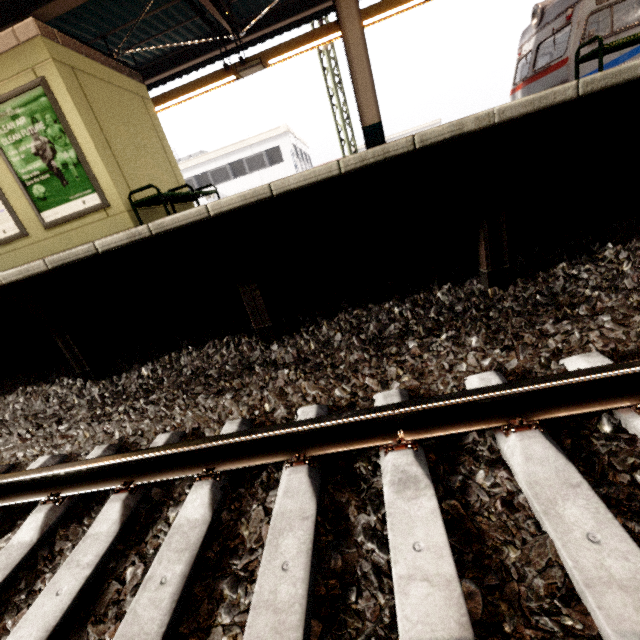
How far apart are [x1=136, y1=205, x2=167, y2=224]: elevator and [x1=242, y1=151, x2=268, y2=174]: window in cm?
1873

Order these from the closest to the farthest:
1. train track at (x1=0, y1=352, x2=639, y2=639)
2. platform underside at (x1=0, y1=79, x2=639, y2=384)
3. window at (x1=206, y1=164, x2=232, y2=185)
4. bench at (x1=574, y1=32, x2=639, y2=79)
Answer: train track at (x1=0, y1=352, x2=639, y2=639)
platform underside at (x1=0, y1=79, x2=639, y2=384)
bench at (x1=574, y1=32, x2=639, y2=79)
window at (x1=206, y1=164, x2=232, y2=185)

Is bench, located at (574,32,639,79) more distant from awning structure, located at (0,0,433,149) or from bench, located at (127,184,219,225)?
bench, located at (127,184,219,225)

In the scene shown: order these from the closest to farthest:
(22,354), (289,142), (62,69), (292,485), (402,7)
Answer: (292,485) → (22,354) → (62,69) → (402,7) → (289,142)

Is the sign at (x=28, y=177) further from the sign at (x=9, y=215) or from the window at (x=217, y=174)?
the window at (x=217, y=174)

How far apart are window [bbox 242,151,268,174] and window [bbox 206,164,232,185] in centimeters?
106cm

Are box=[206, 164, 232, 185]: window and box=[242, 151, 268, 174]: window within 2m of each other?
yes

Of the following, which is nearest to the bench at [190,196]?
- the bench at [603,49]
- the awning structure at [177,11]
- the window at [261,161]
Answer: the awning structure at [177,11]
